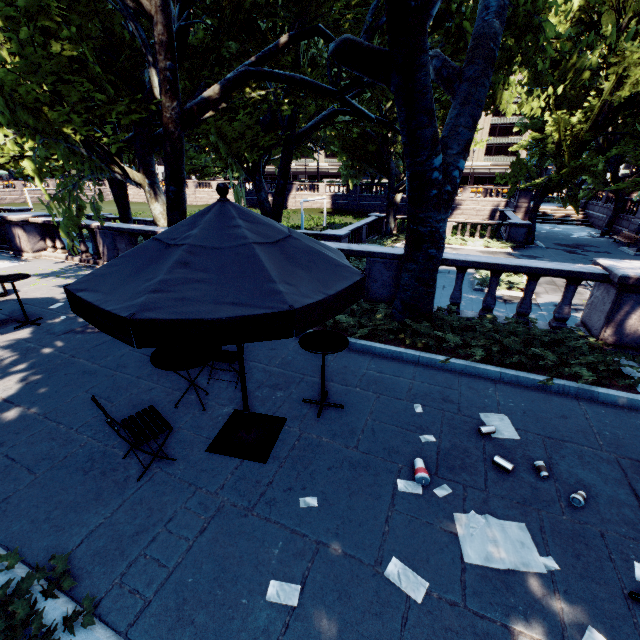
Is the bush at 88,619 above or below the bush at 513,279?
above

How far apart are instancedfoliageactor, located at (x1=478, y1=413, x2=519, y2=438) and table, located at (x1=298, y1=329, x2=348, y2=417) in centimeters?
191cm

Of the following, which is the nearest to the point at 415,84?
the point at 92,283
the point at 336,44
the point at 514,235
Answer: the point at 336,44

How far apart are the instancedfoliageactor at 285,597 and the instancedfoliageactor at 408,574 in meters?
0.8

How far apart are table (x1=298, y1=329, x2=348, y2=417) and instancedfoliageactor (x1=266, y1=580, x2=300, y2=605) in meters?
2.2

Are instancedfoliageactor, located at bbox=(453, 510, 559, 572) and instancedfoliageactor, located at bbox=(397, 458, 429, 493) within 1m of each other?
yes

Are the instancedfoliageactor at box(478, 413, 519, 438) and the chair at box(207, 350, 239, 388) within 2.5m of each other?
no

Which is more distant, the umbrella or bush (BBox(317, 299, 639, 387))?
bush (BBox(317, 299, 639, 387))
